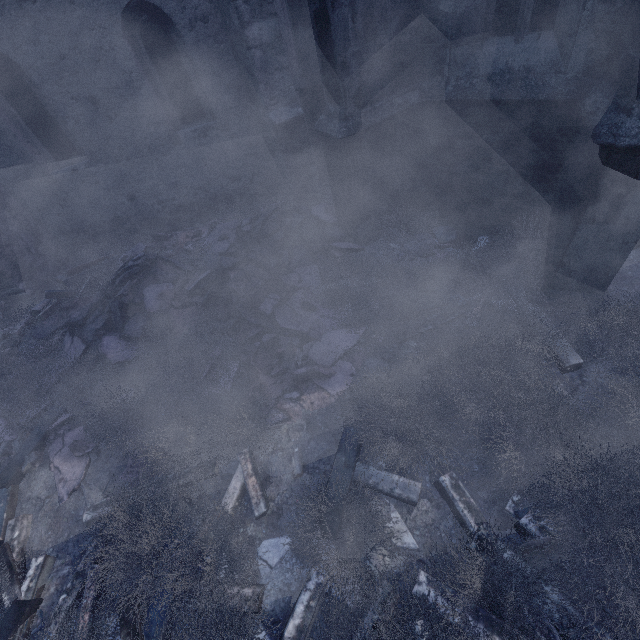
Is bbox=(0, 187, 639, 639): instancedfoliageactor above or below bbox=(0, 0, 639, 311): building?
below

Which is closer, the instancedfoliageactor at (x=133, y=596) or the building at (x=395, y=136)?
the instancedfoliageactor at (x=133, y=596)

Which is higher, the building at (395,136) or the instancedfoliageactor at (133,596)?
the building at (395,136)

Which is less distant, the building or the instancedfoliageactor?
the instancedfoliageactor

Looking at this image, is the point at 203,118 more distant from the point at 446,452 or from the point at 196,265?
the point at 446,452
